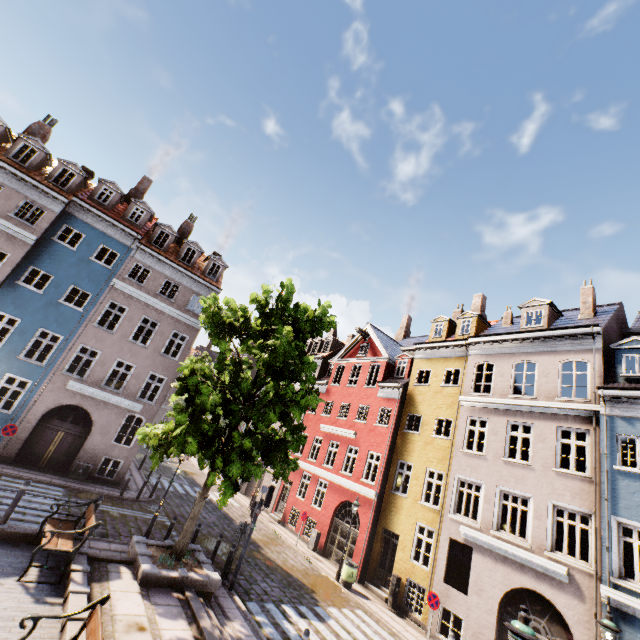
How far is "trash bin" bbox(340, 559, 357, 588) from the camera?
15.53m

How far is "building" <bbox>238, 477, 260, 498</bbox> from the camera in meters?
28.4

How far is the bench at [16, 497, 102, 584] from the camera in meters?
7.7 m

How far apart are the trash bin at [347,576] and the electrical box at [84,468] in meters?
14.3

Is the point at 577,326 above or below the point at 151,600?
above

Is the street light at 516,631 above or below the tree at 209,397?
below

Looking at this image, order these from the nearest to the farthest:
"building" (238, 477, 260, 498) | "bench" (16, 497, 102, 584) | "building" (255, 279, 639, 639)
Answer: "bench" (16, 497, 102, 584) → "building" (255, 279, 639, 639) → "building" (238, 477, 260, 498)

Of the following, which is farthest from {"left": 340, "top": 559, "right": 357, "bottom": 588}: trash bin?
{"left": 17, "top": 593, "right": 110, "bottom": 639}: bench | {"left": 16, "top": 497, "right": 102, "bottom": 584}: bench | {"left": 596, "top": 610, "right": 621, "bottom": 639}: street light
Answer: {"left": 17, "top": 593, "right": 110, "bottom": 639}: bench
